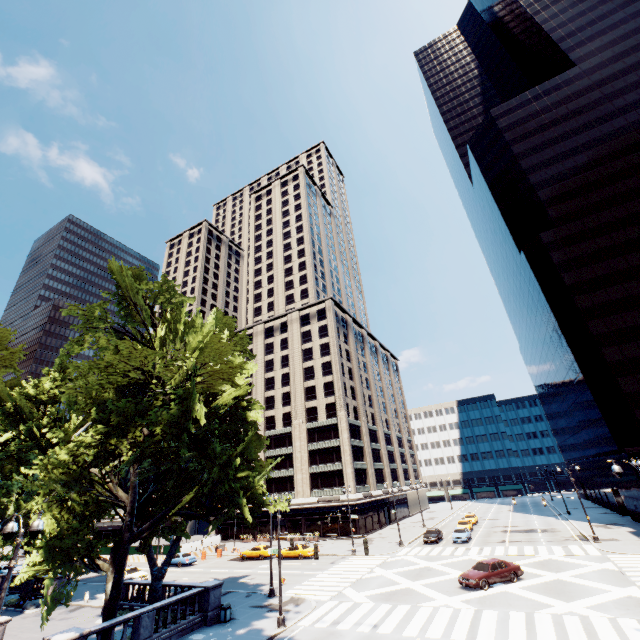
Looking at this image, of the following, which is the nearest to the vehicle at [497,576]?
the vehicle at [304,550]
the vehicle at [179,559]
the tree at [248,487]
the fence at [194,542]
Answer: the tree at [248,487]

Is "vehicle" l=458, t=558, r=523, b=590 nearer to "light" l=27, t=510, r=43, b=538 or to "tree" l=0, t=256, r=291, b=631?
"tree" l=0, t=256, r=291, b=631

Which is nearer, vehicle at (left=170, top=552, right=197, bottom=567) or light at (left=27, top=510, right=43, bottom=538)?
light at (left=27, top=510, right=43, bottom=538)

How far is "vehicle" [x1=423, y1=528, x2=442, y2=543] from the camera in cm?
4125

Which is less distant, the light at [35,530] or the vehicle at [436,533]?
the light at [35,530]

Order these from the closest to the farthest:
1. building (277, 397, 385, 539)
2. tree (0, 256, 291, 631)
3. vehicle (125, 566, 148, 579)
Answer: tree (0, 256, 291, 631) → vehicle (125, 566, 148, 579) → building (277, 397, 385, 539)

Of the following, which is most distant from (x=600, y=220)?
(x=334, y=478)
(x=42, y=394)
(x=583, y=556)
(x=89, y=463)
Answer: (x=42, y=394)

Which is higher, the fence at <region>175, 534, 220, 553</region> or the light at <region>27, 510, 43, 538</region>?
the light at <region>27, 510, 43, 538</region>
